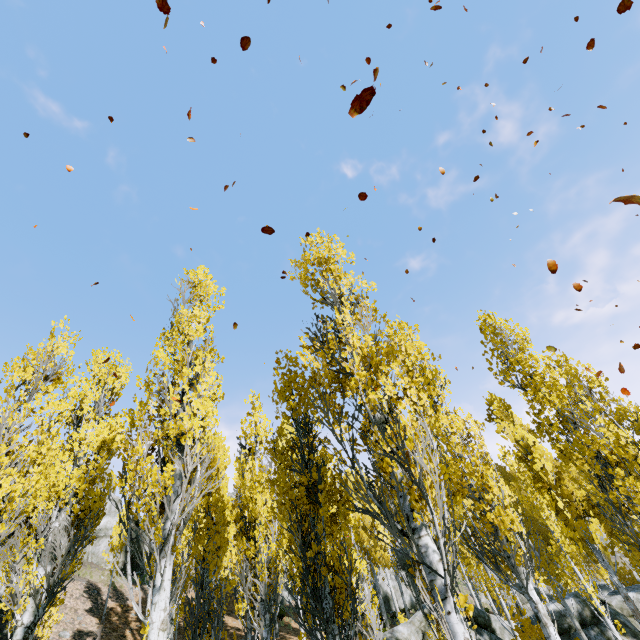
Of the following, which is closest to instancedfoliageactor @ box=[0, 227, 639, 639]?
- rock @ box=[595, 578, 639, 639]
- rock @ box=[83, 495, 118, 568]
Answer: rock @ box=[595, 578, 639, 639]

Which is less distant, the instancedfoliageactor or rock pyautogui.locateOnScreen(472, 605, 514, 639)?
the instancedfoliageactor

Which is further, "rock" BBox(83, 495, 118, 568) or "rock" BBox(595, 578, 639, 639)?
"rock" BBox(83, 495, 118, 568)

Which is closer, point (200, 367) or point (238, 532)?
point (200, 367)

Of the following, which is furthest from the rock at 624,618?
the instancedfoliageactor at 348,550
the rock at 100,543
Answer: the rock at 100,543

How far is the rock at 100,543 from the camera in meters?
25.2 m

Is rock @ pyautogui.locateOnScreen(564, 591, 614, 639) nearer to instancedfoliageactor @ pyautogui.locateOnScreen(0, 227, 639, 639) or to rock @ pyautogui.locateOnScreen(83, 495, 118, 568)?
instancedfoliageactor @ pyautogui.locateOnScreen(0, 227, 639, 639)

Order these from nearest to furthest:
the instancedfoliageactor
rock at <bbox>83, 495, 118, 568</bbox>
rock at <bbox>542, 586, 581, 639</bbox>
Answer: the instancedfoliageactor
rock at <bbox>542, 586, 581, 639</bbox>
rock at <bbox>83, 495, 118, 568</bbox>
